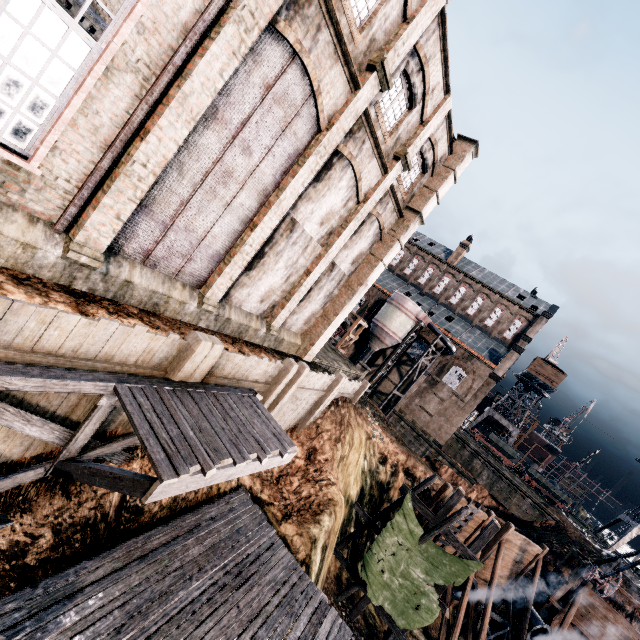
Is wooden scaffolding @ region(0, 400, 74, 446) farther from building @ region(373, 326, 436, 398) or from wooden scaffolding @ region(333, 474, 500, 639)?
building @ region(373, 326, 436, 398)

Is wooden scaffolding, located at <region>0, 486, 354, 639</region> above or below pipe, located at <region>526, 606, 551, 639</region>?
above

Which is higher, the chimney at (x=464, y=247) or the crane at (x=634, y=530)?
the chimney at (x=464, y=247)

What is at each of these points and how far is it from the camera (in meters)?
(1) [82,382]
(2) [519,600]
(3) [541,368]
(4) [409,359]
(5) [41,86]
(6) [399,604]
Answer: (1) wooden scaffolding, 6.14
(2) pipe, 24.25
(3) building, 55.31
(4) building, 45.16
(5) building, 6.44
(6) cloth, 16.00

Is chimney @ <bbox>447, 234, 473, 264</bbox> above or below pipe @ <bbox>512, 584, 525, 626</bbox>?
above

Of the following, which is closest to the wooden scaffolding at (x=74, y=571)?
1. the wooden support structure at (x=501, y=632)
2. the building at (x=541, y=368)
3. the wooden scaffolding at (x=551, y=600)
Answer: the wooden scaffolding at (x=551, y=600)

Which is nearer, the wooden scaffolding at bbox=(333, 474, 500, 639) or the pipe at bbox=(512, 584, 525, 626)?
the wooden scaffolding at bbox=(333, 474, 500, 639)

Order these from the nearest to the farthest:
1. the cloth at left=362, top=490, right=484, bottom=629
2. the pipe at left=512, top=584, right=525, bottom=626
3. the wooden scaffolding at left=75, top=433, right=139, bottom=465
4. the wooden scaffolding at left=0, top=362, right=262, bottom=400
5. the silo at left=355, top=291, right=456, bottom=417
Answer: the wooden scaffolding at left=0, top=362, right=262, bottom=400, the wooden scaffolding at left=75, top=433, right=139, bottom=465, the cloth at left=362, top=490, right=484, bottom=629, the pipe at left=512, top=584, right=525, bottom=626, the silo at left=355, top=291, right=456, bottom=417
